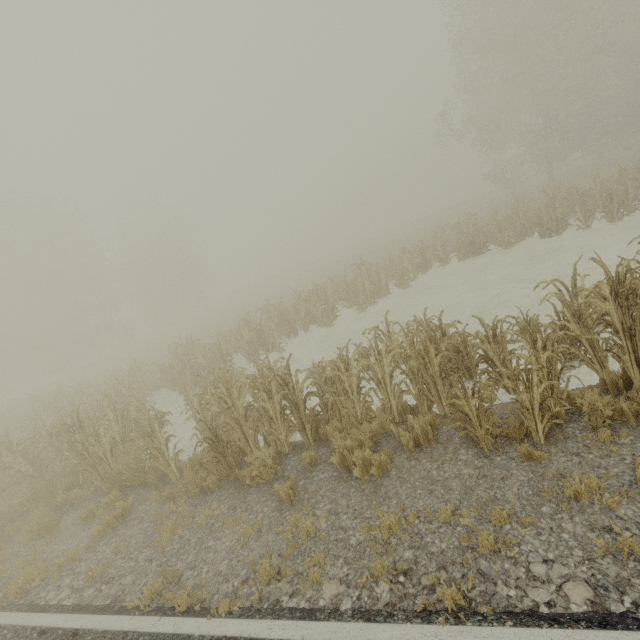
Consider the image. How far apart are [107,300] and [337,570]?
36.7m

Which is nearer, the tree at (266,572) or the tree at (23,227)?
the tree at (266,572)

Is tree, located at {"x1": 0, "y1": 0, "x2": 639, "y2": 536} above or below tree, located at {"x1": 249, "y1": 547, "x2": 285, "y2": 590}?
above

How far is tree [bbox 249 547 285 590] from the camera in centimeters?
388cm

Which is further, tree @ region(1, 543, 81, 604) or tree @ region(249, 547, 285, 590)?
tree @ region(1, 543, 81, 604)
